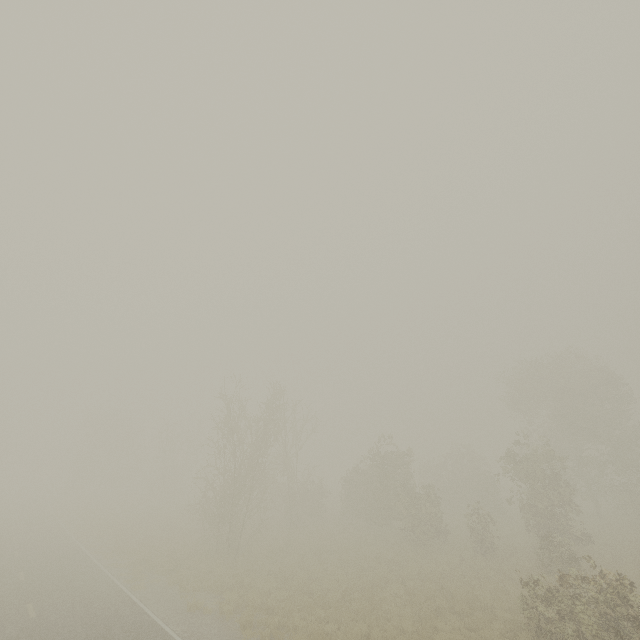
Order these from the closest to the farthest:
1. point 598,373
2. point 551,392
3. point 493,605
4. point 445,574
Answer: point 493,605
point 445,574
point 598,373
point 551,392

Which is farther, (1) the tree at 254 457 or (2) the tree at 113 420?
(2) the tree at 113 420

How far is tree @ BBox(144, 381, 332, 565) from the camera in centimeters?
2150cm

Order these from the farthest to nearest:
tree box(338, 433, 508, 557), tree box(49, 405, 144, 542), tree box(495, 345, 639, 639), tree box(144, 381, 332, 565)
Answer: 1. tree box(49, 405, 144, 542)
2. tree box(338, 433, 508, 557)
3. tree box(144, 381, 332, 565)
4. tree box(495, 345, 639, 639)

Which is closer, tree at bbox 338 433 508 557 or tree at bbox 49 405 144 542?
tree at bbox 338 433 508 557

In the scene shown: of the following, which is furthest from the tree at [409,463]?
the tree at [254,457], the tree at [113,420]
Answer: the tree at [113,420]

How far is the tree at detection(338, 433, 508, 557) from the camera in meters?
22.3 m

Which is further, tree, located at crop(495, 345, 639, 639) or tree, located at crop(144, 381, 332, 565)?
tree, located at crop(144, 381, 332, 565)
